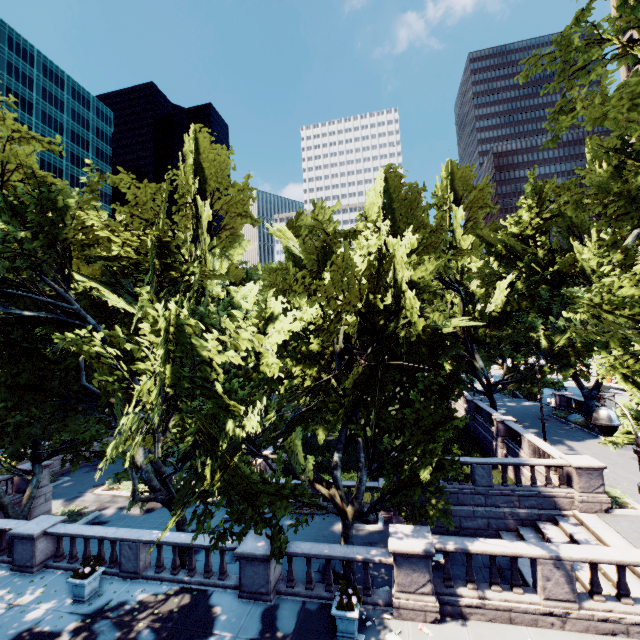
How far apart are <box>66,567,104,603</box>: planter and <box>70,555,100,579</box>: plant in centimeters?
1cm

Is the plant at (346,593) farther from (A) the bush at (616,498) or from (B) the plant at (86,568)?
(A) the bush at (616,498)

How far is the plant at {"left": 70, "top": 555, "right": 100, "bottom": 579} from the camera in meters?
11.7 m

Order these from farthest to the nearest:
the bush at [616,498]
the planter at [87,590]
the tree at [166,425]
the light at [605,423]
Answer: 1. the bush at [616,498]
2. the planter at [87,590]
3. the tree at [166,425]
4. the light at [605,423]

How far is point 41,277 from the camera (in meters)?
11.81

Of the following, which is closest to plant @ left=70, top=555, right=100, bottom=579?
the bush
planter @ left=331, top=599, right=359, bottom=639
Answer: planter @ left=331, top=599, right=359, bottom=639

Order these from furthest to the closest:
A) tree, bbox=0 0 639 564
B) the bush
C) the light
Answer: the bush
tree, bbox=0 0 639 564
the light

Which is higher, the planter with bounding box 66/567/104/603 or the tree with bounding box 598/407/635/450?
the tree with bounding box 598/407/635/450
